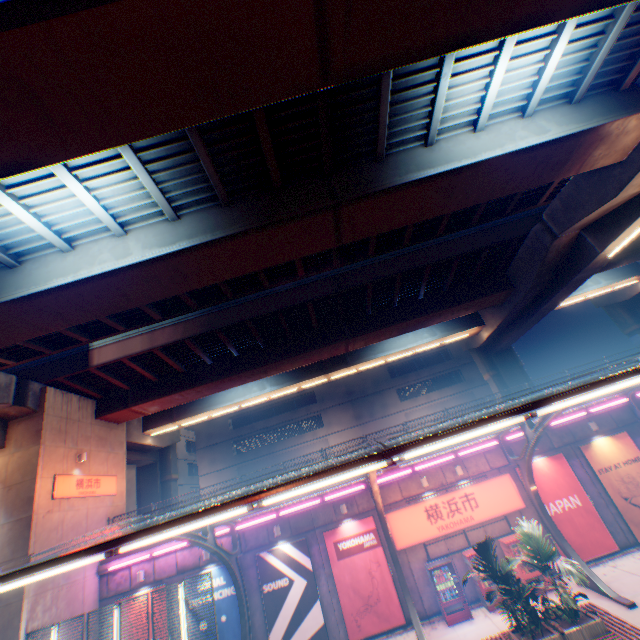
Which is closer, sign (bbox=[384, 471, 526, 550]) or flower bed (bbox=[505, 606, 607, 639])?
flower bed (bbox=[505, 606, 607, 639])

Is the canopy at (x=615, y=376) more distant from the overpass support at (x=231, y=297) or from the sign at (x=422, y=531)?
the overpass support at (x=231, y=297)

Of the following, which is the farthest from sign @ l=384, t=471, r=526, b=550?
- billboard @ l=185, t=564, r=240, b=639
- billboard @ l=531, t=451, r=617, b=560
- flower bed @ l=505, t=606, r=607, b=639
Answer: billboard @ l=185, t=564, r=240, b=639

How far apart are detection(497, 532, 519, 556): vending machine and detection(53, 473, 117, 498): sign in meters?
20.9

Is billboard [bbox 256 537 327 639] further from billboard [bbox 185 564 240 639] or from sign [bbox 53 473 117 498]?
sign [bbox 53 473 117 498]

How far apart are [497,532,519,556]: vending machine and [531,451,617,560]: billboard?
1.2 meters

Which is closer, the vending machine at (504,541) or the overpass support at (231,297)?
the overpass support at (231,297)

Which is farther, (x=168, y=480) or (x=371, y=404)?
(x=371, y=404)
